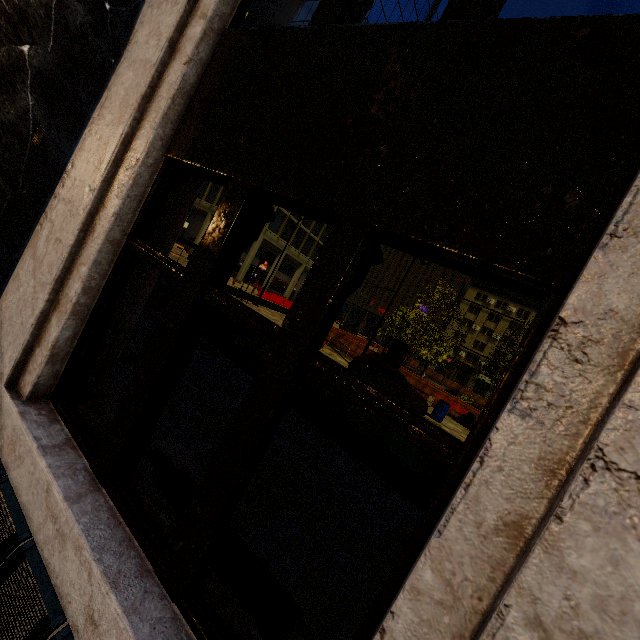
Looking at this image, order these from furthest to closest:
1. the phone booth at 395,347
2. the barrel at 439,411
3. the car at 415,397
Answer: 1. the phone booth at 395,347
2. the barrel at 439,411
3. the car at 415,397

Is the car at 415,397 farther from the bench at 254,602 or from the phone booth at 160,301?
the bench at 254,602

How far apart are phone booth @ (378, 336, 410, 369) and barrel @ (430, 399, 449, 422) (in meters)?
4.44

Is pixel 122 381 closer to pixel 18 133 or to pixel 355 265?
pixel 18 133

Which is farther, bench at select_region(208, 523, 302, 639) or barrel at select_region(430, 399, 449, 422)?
barrel at select_region(430, 399, 449, 422)

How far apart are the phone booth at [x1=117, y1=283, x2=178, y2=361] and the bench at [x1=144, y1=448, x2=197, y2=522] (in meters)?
2.43

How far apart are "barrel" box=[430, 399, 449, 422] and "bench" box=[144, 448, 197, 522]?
14.7m

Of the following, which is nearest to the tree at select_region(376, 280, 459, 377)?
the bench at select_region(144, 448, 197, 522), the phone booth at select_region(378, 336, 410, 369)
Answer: the phone booth at select_region(378, 336, 410, 369)
